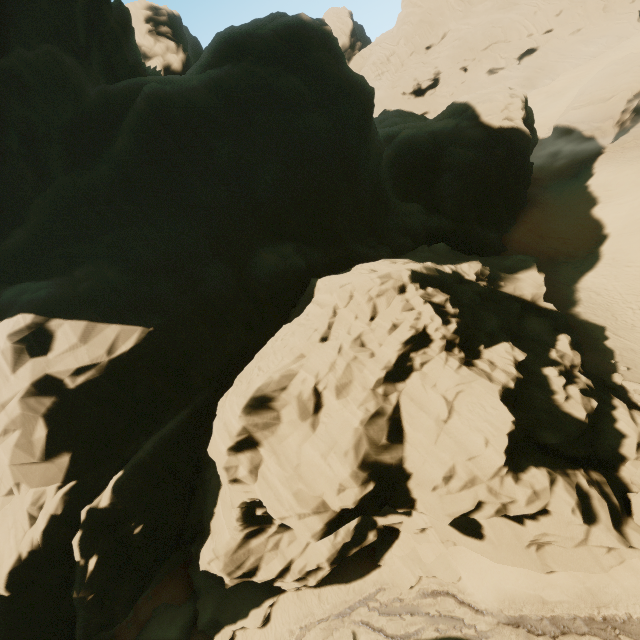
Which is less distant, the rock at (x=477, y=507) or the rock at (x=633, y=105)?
the rock at (x=477, y=507)

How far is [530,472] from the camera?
11.2m

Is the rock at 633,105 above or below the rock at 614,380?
above

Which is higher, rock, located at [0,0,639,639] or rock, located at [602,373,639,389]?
rock, located at [0,0,639,639]

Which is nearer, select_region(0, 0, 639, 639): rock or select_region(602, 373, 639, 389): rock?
select_region(0, 0, 639, 639): rock

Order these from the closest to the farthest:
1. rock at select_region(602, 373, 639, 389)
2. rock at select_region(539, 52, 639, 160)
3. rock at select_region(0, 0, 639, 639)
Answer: rock at select_region(0, 0, 639, 639) → rock at select_region(602, 373, 639, 389) → rock at select_region(539, 52, 639, 160)

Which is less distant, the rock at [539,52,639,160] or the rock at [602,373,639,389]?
the rock at [602,373,639,389]
